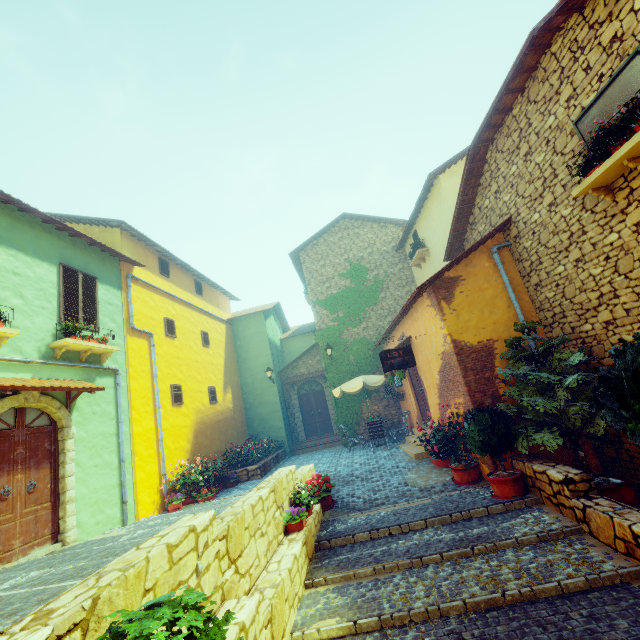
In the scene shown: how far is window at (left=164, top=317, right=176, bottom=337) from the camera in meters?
11.7

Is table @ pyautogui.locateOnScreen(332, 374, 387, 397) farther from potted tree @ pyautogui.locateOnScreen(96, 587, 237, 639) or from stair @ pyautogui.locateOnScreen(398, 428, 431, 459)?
potted tree @ pyautogui.locateOnScreen(96, 587, 237, 639)

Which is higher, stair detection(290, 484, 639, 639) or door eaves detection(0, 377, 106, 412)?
door eaves detection(0, 377, 106, 412)

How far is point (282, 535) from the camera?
5.7 meters

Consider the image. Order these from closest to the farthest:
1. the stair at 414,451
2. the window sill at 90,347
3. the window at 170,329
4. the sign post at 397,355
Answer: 1. the window sill at 90,347
2. the sign post at 397,355
3. the stair at 414,451
4. the window at 170,329

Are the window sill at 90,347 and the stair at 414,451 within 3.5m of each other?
no

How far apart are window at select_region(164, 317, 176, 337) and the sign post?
7.71m

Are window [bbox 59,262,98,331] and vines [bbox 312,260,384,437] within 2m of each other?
no
